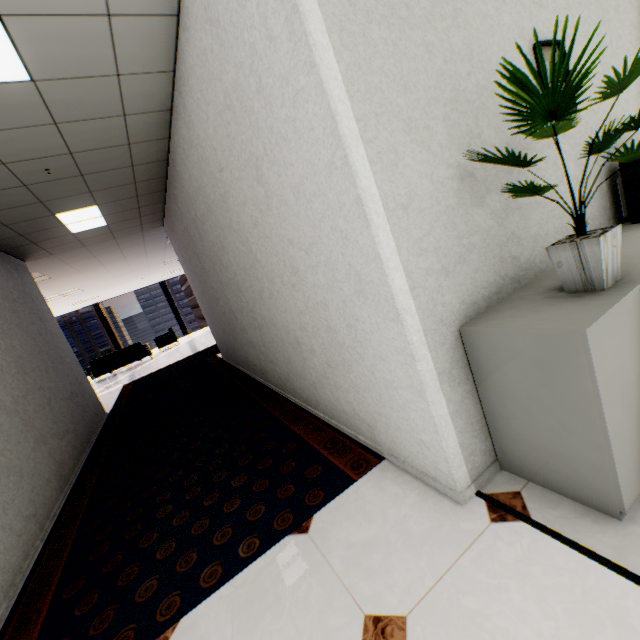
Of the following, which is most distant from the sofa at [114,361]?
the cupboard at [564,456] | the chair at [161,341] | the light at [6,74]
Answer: the cupboard at [564,456]

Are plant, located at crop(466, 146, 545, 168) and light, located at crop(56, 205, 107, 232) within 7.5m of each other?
yes

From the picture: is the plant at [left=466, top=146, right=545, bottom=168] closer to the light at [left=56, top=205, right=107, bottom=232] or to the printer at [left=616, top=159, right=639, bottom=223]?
the printer at [left=616, top=159, right=639, bottom=223]

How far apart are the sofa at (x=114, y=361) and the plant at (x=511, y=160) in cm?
1253

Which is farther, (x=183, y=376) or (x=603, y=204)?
(x=183, y=376)

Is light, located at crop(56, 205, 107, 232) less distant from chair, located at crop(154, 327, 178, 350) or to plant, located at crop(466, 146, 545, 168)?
plant, located at crop(466, 146, 545, 168)

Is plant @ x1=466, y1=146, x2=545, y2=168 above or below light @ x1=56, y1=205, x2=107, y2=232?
below

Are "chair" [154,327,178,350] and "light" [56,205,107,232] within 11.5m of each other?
yes
